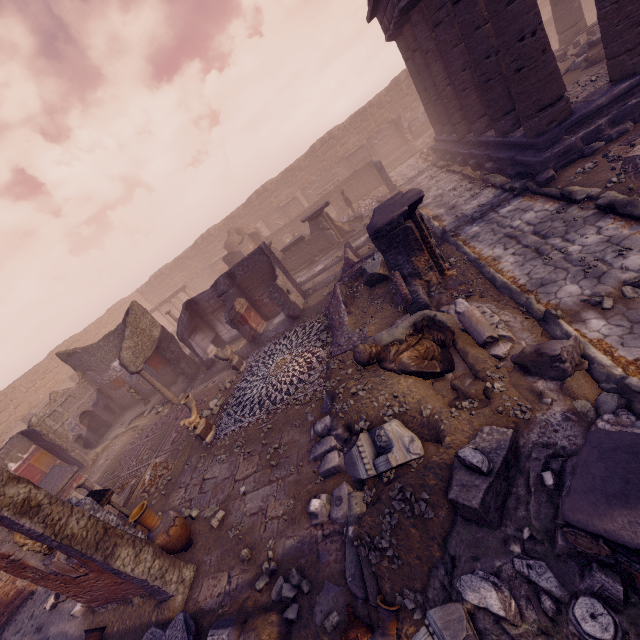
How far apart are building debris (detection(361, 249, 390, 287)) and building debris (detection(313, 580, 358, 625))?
6.80m

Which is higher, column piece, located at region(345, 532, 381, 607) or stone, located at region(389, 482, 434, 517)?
stone, located at region(389, 482, 434, 517)

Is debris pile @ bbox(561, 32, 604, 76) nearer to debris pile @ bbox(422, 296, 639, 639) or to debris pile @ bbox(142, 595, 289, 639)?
debris pile @ bbox(422, 296, 639, 639)

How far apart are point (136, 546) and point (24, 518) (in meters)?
1.72

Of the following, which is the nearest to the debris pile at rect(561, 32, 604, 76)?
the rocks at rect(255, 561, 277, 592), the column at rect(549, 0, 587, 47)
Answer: the column at rect(549, 0, 587, 47)

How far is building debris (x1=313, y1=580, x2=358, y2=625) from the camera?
3.90m

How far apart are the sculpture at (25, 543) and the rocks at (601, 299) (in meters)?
9.74

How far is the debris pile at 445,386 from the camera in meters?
4.7 m
